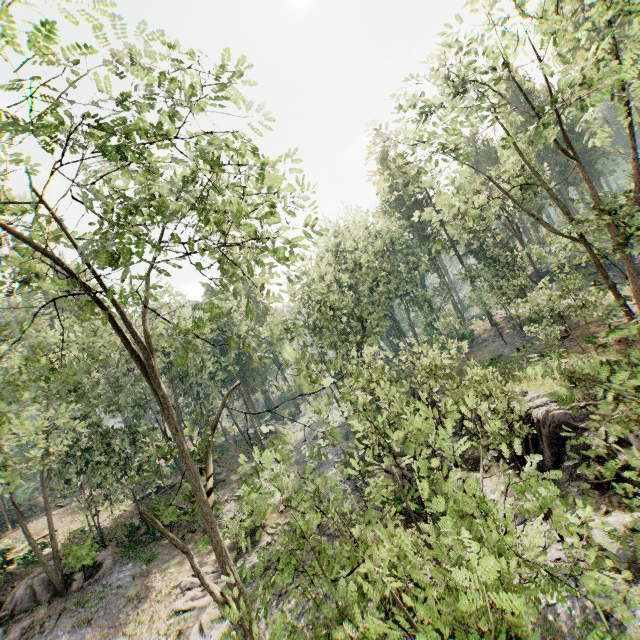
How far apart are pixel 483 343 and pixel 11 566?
46.36m

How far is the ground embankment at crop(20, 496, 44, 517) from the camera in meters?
36.8

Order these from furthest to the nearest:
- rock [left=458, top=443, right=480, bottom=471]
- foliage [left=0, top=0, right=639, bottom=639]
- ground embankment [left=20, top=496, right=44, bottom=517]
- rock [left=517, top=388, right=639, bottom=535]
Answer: ground embankment [left=20, top=496, right=44, bottom=517]
rock [left=458, top=443, right=480, bottom=471]
rock [left=517, top=388, right=639, bottom=535]
foliage [left=0, top=0, right=639, bottom=639]

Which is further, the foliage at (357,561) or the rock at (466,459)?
the rock at (466,459)

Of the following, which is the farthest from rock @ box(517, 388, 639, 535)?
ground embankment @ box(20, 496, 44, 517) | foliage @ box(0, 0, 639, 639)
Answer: ground embankment @ box(20, 496, 44, 517)

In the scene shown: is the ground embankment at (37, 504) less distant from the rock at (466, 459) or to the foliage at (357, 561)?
the foliage at (357, 561)
